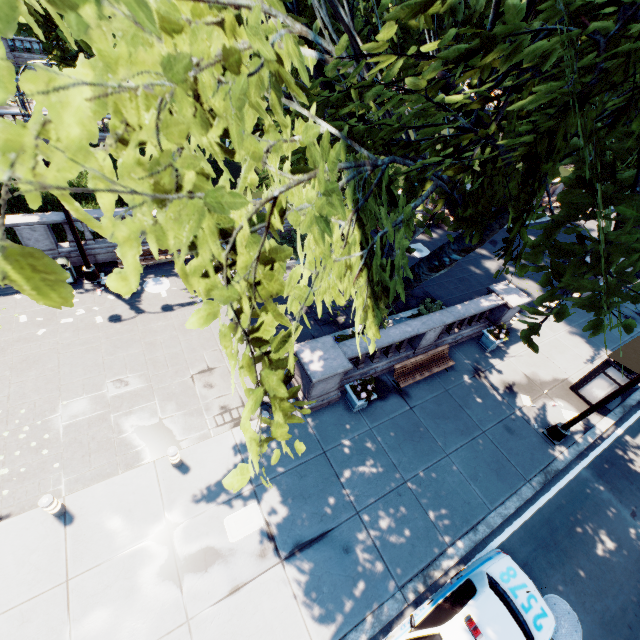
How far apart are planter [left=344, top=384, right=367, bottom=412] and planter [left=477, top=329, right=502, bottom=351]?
6.7 meters

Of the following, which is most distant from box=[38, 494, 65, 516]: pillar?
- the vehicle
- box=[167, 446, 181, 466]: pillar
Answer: the vehicle

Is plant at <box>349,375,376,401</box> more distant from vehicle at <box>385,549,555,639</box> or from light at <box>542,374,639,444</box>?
light at <box>542,374,639,444</box>

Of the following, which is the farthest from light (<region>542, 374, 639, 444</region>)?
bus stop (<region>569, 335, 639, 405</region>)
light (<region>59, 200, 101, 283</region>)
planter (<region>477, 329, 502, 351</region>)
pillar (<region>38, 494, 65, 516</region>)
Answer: light (<region>59, 200, 101, 283</region>)

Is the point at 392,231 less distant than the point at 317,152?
No

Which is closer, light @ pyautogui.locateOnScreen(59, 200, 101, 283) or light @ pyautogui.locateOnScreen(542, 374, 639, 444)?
light @ pyautogui.locateOnScreen(542, 374, 639, 444)

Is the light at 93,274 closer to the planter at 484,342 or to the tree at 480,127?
the tree at 480,127

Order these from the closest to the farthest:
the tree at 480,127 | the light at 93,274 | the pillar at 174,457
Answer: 1. the tree at 480,127
2. the pillar at 174,457
3. the light at 93,274
